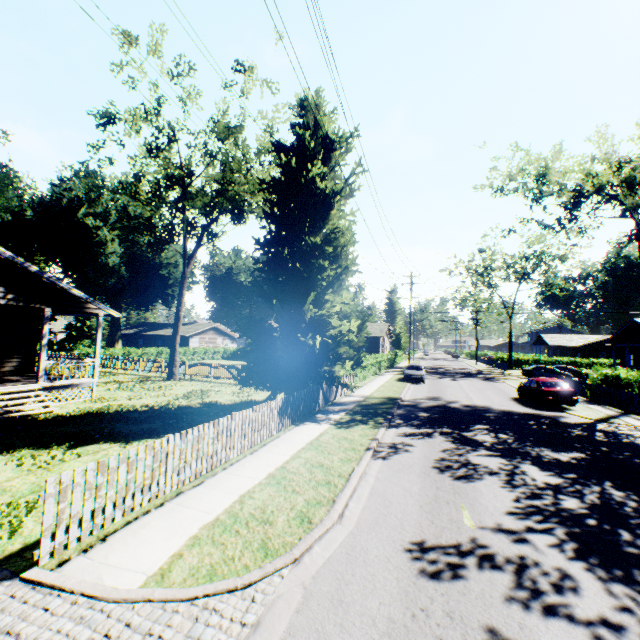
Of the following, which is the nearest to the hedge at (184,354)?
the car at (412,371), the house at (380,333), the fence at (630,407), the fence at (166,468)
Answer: the fence at (166,468)

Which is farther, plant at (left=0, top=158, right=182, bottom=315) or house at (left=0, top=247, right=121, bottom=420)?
plant at (left=0, top=158, right=182, bottom=315)

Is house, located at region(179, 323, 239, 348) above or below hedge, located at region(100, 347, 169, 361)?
above

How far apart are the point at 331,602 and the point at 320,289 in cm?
1321

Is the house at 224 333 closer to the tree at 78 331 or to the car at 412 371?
the tree at 78 331

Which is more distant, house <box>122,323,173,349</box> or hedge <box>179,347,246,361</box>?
house <box>122,323,173,349</box>

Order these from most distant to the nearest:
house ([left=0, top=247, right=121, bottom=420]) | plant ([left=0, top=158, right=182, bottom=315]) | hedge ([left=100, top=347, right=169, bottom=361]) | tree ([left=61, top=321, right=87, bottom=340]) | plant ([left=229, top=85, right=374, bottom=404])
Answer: tree ([left=61, top=321, right=87, bottom=340])
plant ([left=0, top=158, right=182, bottom=315])
hedge ([left=100, top=347, right=169, bottom=361])
plant ([left=229, top=85, right=374, bottom=404])
house ([left=0, top=247, right=121, bottom=420])

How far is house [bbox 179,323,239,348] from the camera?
50.1 meters
